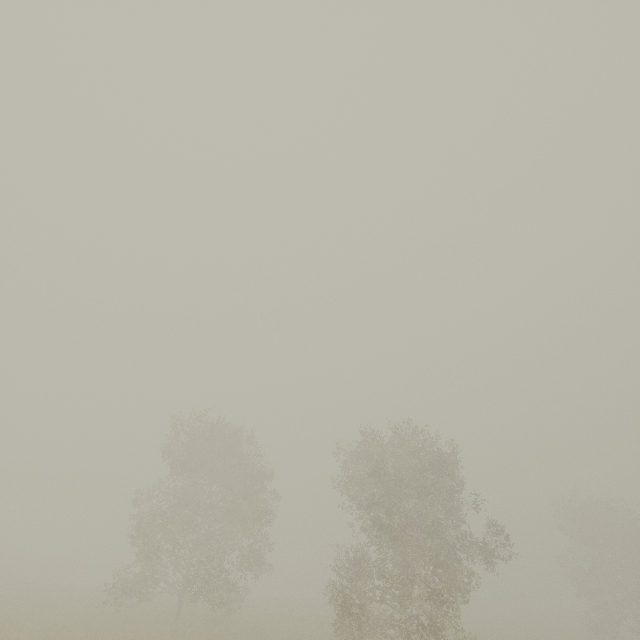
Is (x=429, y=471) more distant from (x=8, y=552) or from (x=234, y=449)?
(x=8, y=552)
